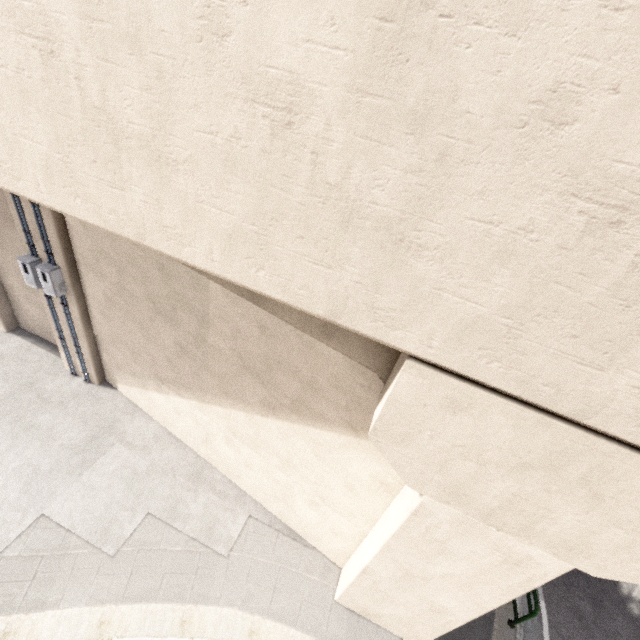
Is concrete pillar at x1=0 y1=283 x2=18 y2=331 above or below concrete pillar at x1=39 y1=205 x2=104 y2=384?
below

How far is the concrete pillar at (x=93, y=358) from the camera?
7.20m

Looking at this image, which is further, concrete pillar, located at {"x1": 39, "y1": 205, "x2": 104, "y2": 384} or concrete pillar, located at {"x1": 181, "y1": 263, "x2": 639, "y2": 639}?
concrete pillar, located at {"x1": 39, "y1": 205, "x2": 104, "y2": 384}

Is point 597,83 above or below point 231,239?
above

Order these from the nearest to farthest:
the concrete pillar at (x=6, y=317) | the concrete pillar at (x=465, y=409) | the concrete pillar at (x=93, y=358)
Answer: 1. the concrete pillar at (x=465, y=409)
2. the concrete pillar at (x=93, y=358)
3. the concrete pillar at (x=6, y=317)

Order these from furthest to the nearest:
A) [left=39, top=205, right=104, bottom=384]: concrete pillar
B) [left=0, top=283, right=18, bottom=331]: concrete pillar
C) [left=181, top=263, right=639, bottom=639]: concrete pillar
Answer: [left=0, top=283, right=18, bottom=331]: concrete pillar
[left=39, top=205, right=104, bottom=384]: concrete pillar
[left=181, top=263, right=639, bottom=639]: concrete pillar
